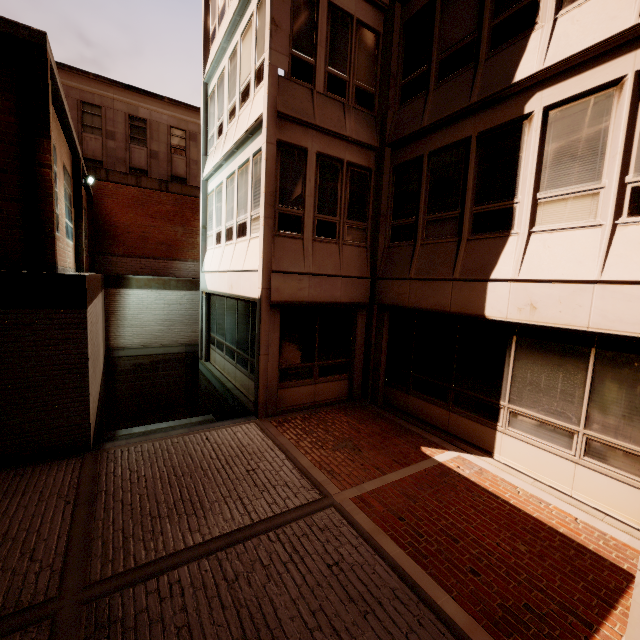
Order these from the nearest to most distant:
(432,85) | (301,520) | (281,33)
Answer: (301,520), (281,33), (432,85)
